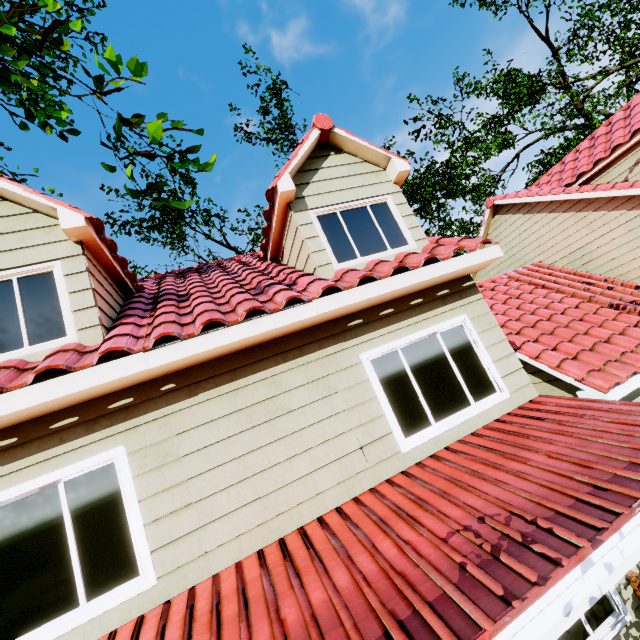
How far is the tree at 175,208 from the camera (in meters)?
3.32

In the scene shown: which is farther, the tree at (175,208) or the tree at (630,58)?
the tree at (630,58)

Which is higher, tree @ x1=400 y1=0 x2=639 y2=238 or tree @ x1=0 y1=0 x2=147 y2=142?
tree @ x1=400 y1=0 x2=639 y2=238

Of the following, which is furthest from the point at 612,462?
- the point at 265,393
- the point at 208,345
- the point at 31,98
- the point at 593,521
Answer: the point at 31,98

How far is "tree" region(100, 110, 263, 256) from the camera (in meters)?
3.32

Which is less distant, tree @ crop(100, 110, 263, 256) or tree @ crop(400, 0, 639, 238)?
tree @ crop(100, 110, 263, 256)
